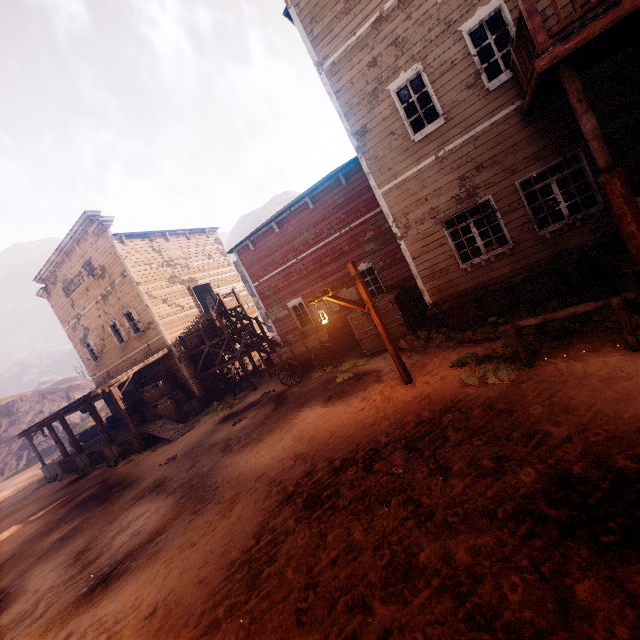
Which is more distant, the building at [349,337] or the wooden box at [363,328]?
the building at [349,337]

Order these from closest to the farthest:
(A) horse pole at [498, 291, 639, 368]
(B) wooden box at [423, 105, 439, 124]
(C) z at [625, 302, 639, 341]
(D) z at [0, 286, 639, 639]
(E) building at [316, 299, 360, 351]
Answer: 1. (D) z at [0, 286, 639, 639]
2. (A) horse pole at [498, 291, 639, 368]
3. (C) z at [625, 302, 639, 341]
4. (B) wooden box at [423, 105, 439, 124]
5. (E) building at [316, 299, 360, 351]

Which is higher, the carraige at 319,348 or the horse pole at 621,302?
the carraige at 319,348

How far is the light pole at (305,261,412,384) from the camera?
7.3m

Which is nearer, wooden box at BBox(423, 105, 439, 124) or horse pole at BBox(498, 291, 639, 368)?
horse pole at BBox(498, 291, 639, 368)

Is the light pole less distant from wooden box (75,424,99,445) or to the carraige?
the carraige

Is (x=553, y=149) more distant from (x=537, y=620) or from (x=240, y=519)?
(x=240, y=519)

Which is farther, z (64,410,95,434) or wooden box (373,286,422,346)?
z (64,410,95,434)
